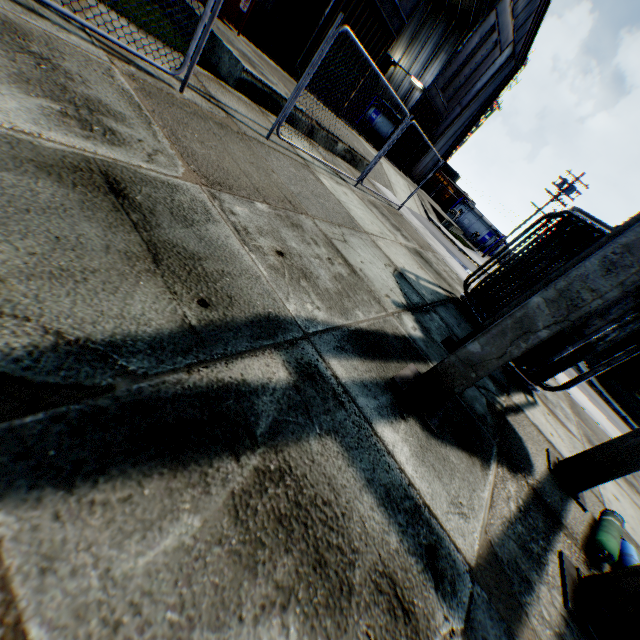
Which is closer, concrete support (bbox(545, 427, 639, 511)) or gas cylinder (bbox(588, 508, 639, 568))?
gas cylinder (bbox(588, 508, 639, 568))

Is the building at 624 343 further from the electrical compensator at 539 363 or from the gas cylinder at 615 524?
the gas cylinder at 615 524

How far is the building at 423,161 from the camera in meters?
27.5 m

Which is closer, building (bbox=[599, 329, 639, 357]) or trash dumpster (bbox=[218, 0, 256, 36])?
trash dumpster (bbox=[218, 0, 256, 36])

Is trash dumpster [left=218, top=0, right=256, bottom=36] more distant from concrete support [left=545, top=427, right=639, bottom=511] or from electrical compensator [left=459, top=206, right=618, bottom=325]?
concrete support [left=545, top=427, right=639, bottom=511]

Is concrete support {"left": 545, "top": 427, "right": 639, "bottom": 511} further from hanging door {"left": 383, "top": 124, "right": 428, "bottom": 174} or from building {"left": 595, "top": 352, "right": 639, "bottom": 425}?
building {"left": 595, "top": 352, "right": 639, "bottom": 425}

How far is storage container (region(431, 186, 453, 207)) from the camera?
39.7 meters

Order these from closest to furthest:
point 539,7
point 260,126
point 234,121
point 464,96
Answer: Answer: point 234,121 → point 260,126 → point 539,7 → point 464,96
